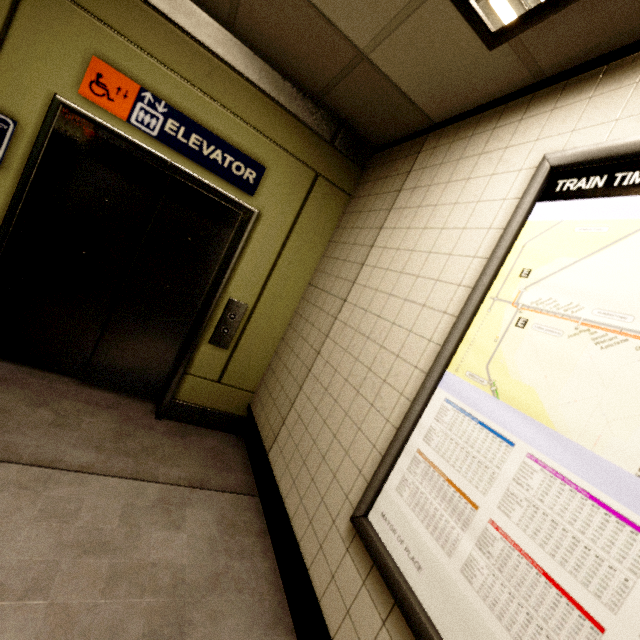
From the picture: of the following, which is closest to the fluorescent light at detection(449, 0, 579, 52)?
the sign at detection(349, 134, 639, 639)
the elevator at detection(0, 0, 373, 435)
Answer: the sign at detection(349, 134, 639, 639)

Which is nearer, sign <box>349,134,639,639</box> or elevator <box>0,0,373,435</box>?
sign <box>349,134,639,639</box>

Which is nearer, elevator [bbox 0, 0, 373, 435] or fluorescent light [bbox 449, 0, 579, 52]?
fluorescent light [bbox 449, 0, 579, 52]

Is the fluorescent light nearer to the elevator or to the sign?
the sign

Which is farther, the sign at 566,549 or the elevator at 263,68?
the elevator at 263,68

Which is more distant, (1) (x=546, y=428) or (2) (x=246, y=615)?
(2) (x=246, y=615)

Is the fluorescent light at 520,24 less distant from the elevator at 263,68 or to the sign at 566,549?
the sign at 566,549
